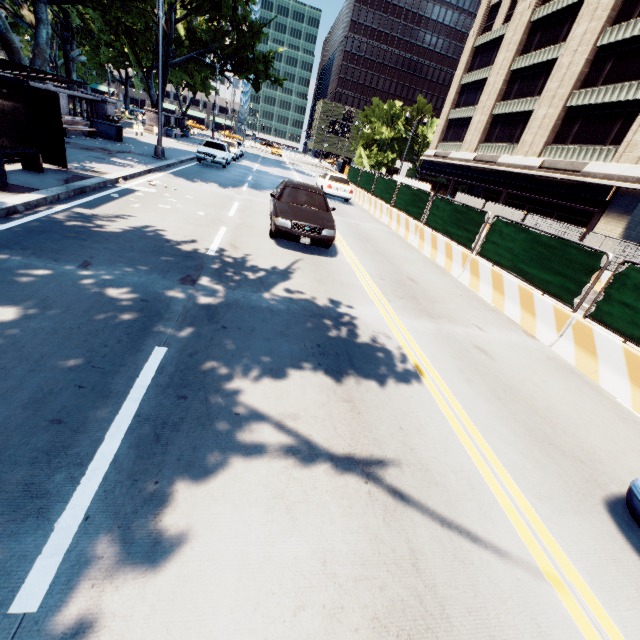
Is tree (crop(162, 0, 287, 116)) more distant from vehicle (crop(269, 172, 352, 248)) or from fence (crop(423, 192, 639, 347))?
fence (crop(423, 192, 639, 347))

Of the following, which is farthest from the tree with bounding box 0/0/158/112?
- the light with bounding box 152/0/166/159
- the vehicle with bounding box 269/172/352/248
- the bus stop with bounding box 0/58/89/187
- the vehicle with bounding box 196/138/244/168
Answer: the vehicle with bounding box 269/172/352/248

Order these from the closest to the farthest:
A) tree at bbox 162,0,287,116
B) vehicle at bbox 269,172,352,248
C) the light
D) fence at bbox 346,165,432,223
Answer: vehicle at bbox 269,172,352,248 < fence at bbox 346,165,432,223 < the light < tree at bbox 162,0,287,116

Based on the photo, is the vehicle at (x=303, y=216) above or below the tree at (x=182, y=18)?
below

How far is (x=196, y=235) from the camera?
8.0 meters

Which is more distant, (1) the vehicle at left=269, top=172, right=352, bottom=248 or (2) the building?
(2) the building

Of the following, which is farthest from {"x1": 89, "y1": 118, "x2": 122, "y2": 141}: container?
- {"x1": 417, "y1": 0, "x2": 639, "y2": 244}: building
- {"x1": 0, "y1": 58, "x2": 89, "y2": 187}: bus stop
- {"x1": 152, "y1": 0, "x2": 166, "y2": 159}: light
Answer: {"x1": 417, "y1": 0, "x2": 639, "y2": 244}: building

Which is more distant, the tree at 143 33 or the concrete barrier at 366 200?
the tree at 143 33
